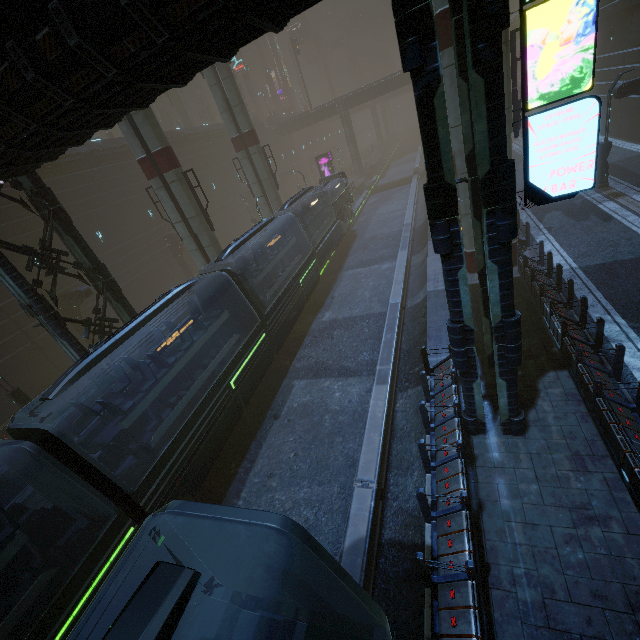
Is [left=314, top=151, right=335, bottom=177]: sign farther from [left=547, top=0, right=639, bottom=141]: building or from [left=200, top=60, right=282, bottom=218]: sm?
[left=200, top=60, right=282, bottom=218]: sm

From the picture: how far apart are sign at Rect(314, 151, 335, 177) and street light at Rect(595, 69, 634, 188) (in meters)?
28.45

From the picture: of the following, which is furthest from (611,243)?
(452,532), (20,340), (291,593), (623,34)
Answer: (20,340)

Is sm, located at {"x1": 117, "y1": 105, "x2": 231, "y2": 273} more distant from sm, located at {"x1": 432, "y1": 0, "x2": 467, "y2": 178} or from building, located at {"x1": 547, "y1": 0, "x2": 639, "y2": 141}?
sm, located at {"x1": 432, "y1": 0, "x2": 467, "y2": 178}

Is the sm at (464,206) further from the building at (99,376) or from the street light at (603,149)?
the street light at (603,149)

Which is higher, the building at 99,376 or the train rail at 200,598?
the building at 99,376

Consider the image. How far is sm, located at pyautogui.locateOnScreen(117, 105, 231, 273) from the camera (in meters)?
16.47

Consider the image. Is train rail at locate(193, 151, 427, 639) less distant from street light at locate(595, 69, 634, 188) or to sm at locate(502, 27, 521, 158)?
sm at locate(502, 27, 521, 158)
